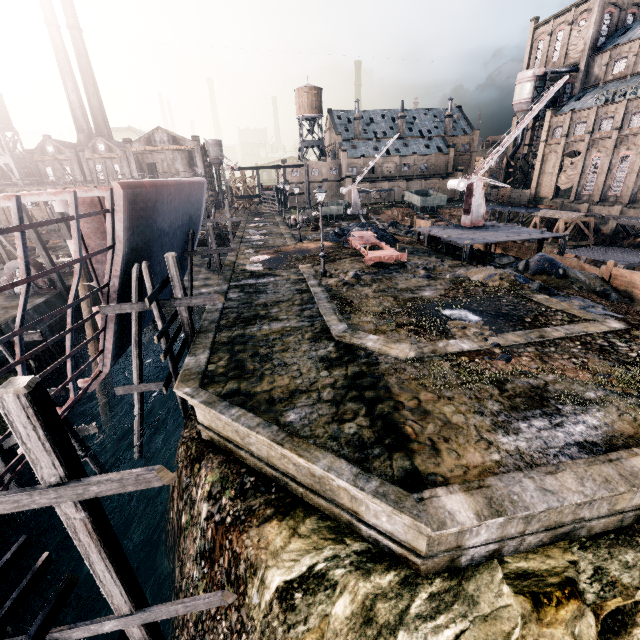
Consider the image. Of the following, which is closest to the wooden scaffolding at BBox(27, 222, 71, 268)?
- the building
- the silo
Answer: the building

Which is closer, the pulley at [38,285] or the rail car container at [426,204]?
the pulley at [38,285]

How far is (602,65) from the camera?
53.2m

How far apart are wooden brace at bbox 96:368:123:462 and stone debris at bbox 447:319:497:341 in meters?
22.3 m

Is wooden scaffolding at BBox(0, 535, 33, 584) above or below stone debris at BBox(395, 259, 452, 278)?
above

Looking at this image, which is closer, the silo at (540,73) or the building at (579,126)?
the building at (579,126)

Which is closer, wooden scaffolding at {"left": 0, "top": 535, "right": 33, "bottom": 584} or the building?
wooden scaffolding at {"left": 0, "top": 535, "right": 33, "bottom": 584}

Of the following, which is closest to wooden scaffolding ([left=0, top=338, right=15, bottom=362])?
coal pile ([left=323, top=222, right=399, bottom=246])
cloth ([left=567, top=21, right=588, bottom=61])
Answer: coal pile ([left=323, top=222, right=399, bottom=246])
